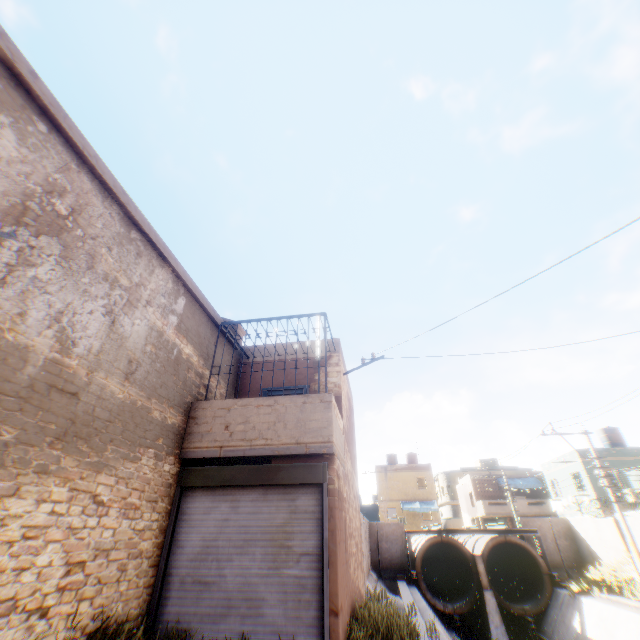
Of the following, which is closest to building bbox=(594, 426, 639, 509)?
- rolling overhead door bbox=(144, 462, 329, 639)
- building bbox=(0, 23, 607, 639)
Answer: building bbox=(0, 23, 607, 639)

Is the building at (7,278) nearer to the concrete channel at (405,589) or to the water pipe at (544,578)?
the concrete channel at (405,589)

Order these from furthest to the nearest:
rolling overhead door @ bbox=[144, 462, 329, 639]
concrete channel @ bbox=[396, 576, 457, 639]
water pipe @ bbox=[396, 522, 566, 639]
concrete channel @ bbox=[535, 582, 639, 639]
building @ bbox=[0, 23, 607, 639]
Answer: water pipe @ bbox=[396, 522, 566, 639]
concrete channel @ bbox=[535, 582, 639, 639]
concrete channel @ bbox=[396, 576, 457, 639]
rolling overhead door @ bbox=[144, 462, 329, 639]
building @ bbox=[0, 23, 607, 639]

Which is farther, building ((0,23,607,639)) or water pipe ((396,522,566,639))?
water pipe ((396,522,566,639))

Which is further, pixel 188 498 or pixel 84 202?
pixel 188 498

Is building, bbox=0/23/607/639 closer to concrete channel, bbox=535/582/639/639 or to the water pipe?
concrete channel, bbox=535/582/639/639

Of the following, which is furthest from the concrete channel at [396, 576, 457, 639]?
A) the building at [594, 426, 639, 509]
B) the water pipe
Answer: the building at [594, 426, 639, 509]
